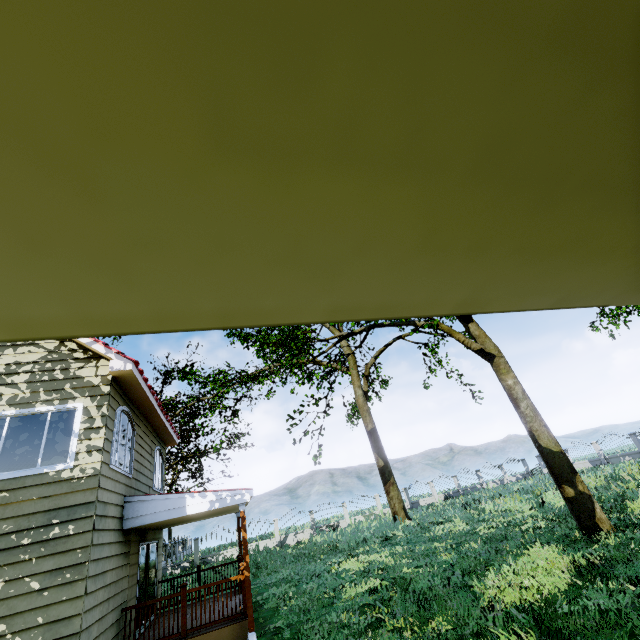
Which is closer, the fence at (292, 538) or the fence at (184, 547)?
the fence at (184, 547)

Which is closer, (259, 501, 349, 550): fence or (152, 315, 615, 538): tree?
(152, 315, 615, 538): tree

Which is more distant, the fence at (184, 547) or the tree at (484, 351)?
the fence at (184, 547)

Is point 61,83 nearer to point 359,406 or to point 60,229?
point 60,229

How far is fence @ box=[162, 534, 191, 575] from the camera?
24.7m

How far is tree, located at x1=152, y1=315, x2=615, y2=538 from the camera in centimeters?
1000cm

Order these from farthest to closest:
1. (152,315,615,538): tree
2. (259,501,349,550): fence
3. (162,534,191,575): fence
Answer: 1. (259,501,349,550): fence
2. (162,534,191,575): fence
3. (152,315,615,538): tree

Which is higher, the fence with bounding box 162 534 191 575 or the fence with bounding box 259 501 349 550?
the fence with bounding box 162 534 191 575
